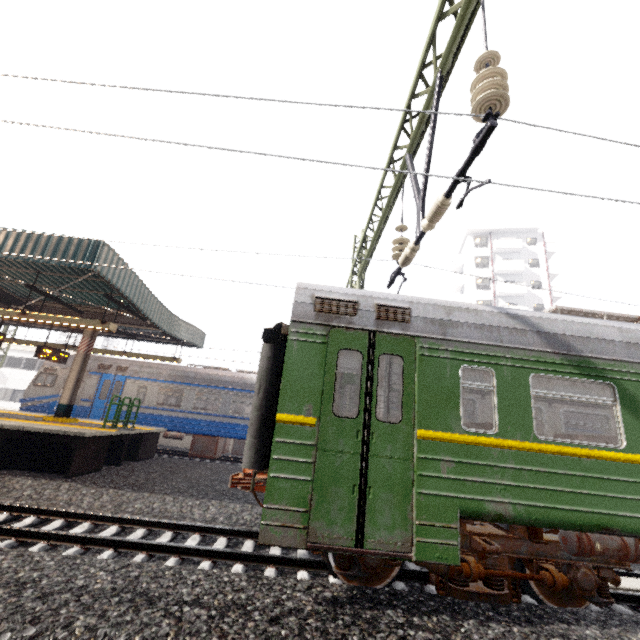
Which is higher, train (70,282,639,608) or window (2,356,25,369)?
window (2,356,25,369)

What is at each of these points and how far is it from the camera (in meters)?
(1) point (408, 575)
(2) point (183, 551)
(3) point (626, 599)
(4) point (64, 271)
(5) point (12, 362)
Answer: (1) train track, 5.16
(2) train track, 5.09
(3) train track, 5.23
(4) awning structure, 9.50
(5) window, 30.81

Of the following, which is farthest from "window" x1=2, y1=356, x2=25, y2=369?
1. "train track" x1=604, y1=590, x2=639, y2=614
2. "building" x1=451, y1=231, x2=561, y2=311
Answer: "building" x1=451, y1=231, x2=561, y2=311

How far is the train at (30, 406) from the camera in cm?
1446

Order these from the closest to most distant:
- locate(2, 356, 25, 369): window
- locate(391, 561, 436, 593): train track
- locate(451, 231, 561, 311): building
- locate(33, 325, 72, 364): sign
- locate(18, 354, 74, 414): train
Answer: locate(391, 561, 436, 593): train track
locate(33, 325, 72, 364): sign
locate(18, 354, 74, 414): train
locate(2, 356, 25, 369): window
locate(451, 231, 561, 311): building

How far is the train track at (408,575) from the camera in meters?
4.9 m

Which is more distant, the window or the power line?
the window

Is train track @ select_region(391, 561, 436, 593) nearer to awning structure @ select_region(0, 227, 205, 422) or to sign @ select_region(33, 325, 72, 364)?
awning structure @ select_region(0, 227, 205, 422)
